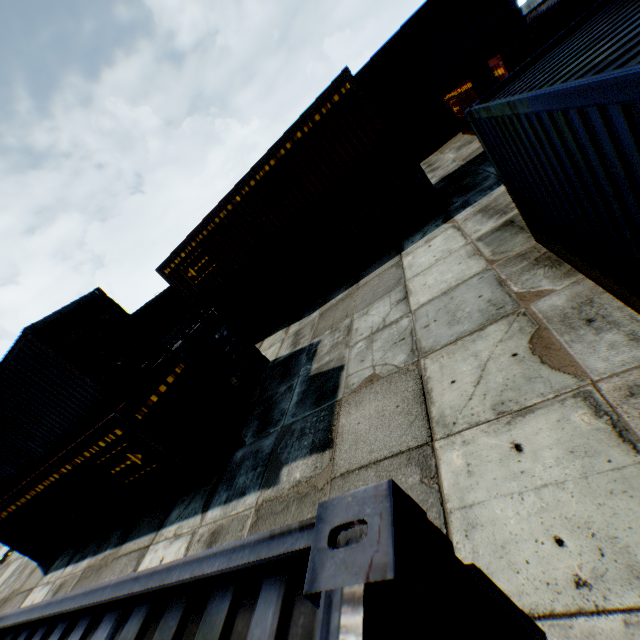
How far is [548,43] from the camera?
5.2 meters
